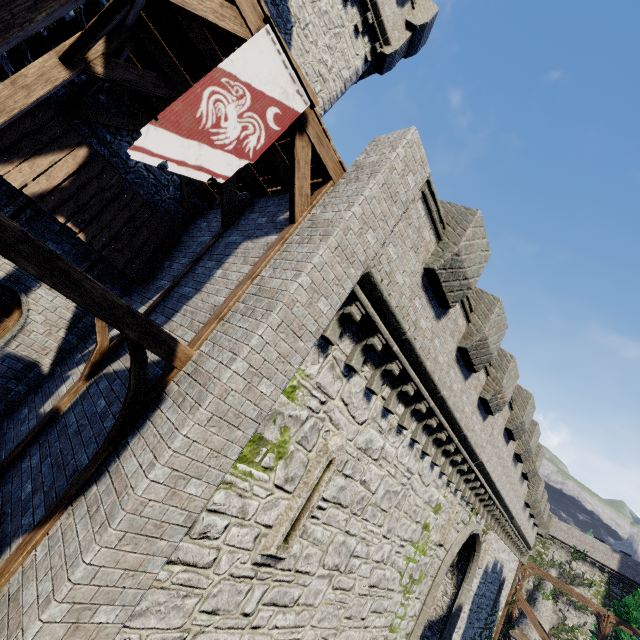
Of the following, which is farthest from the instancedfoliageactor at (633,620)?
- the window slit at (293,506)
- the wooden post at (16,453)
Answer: the wooden post at (16,453)

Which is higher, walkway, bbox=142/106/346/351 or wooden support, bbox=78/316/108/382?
walkway, bbox=142/106/346/351

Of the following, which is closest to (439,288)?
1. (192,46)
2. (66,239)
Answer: (192,46)

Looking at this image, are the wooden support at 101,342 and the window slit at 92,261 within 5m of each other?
yes

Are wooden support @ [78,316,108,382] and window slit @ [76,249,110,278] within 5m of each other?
yes

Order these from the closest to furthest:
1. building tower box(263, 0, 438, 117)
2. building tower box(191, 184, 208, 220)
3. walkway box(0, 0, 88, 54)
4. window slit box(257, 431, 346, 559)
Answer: walkway box(0, 0, 88, 54)
window slit box(257, 431, 346, 559)
building tower box(191, 184, 208, 220)
building tower box(263, 0, 438, 117)

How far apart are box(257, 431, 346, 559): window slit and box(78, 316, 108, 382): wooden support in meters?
4.5

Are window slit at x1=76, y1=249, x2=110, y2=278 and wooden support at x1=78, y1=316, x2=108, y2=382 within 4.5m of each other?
yes
